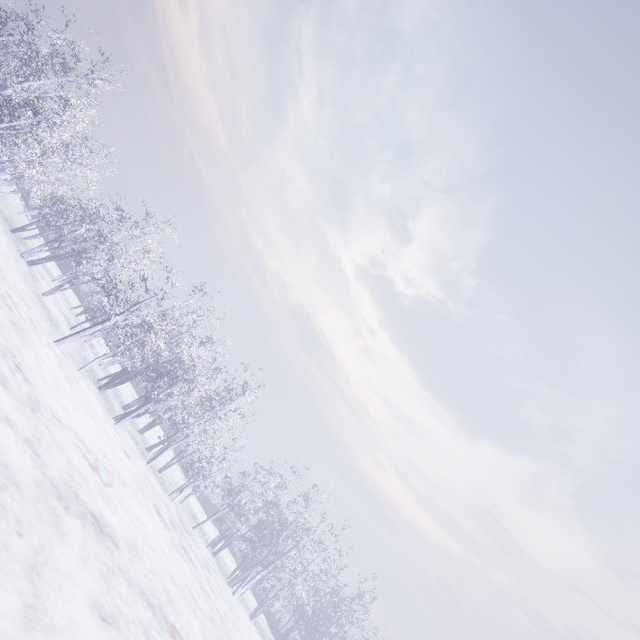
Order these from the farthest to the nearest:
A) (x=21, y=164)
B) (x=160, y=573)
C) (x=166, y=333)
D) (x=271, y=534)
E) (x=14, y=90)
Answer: (x=271, y=534) → (x=166, y=333) → (x=14, y=90) → (x=21, y=164) → (x=160, y=573)
